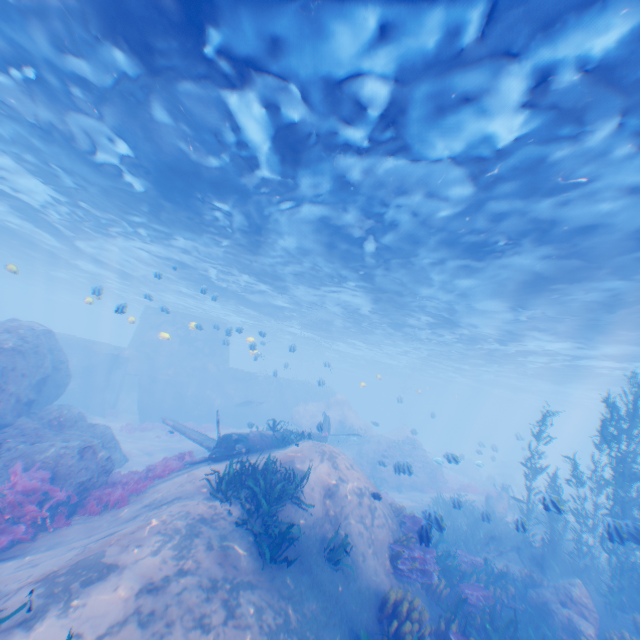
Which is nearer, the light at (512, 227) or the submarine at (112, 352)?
the light at (512, 227)

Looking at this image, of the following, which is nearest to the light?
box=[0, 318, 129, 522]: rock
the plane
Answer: box=[0, 318, 129, 522]: rock

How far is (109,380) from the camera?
27.0 meters

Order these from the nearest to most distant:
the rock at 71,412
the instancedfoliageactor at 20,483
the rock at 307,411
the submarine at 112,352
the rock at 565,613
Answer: the instancedfoliageactor at 20,483
the rock at 565,613
the rock at 71,412
the rock at 307,411
the submarine at 112,352

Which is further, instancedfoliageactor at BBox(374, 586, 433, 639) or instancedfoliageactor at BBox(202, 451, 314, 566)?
instancedfoliageactor at BBox(202, 451, 314, 566)

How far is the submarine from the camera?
27.02m

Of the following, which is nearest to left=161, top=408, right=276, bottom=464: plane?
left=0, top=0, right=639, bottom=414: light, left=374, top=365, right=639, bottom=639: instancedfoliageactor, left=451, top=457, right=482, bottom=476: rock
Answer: left=374, top=365, right=639, bottom=639: instancedfoliageactor

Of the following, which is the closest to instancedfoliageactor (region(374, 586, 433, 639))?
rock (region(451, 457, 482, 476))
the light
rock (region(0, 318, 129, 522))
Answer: rock (region(0, 318, 129, 522))
